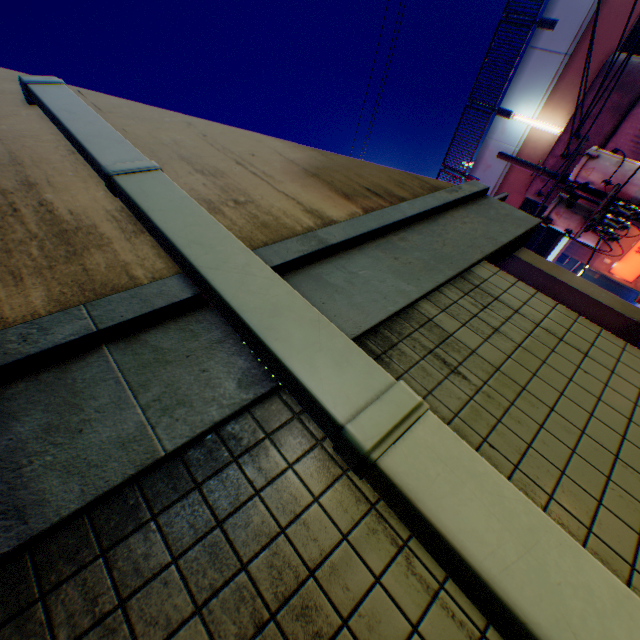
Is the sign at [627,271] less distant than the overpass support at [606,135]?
No

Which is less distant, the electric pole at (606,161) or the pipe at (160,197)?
the pipe at (160,197)

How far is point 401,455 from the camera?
0.96m

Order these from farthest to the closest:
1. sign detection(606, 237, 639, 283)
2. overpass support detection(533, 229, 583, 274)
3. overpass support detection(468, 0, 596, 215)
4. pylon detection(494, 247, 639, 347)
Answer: sign detection(606, 237, 639, 283) → overpass support detection(533, 229, 583, 274) → overpass support detection(468, 0, 596, 215) → pylon detection(494, 247, 639, 347)

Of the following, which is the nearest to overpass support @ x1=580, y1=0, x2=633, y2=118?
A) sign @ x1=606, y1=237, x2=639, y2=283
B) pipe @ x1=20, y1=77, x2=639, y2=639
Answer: sign @ x1=606, y1=237, x2=639, y2=283

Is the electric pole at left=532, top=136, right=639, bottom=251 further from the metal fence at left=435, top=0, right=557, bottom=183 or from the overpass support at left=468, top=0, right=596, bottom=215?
the overpass support at left=468, top=0, right=596, bottom=215

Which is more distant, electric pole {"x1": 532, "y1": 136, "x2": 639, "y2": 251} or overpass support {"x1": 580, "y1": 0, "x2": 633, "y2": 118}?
overpass support {"x1": 580, "y1": 0, "x2": 633, "y2": 118}
